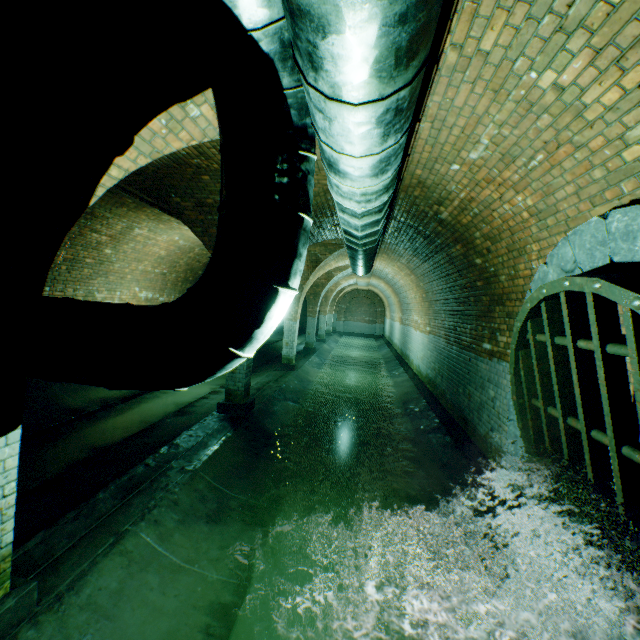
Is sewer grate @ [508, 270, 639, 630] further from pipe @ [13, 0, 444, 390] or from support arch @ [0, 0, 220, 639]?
support arch @ [0, 0, 220, 639]

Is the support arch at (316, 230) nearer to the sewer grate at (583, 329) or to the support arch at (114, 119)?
the support arch at (114, 119)

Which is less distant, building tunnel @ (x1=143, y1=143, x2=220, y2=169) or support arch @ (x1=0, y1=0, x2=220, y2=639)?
support arch @ (x1=0, y1=0, x2=220, y2=639)

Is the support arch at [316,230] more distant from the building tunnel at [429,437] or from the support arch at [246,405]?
the support arch at [246,405]

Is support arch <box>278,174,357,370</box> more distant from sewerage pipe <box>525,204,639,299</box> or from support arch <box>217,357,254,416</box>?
sewerage pipe <box>525,204,639,299</box>

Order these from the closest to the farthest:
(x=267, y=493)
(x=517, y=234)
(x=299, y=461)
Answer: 1. (x=517, y=234)
2. (x=267, y=493)
3. (x=299, y=461)

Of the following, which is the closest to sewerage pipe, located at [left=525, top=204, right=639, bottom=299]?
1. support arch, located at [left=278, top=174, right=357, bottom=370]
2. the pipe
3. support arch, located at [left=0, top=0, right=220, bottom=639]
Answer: the pipe

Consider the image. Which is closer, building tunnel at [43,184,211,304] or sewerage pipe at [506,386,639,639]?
sewerage pipe at [506,386,639,639]
